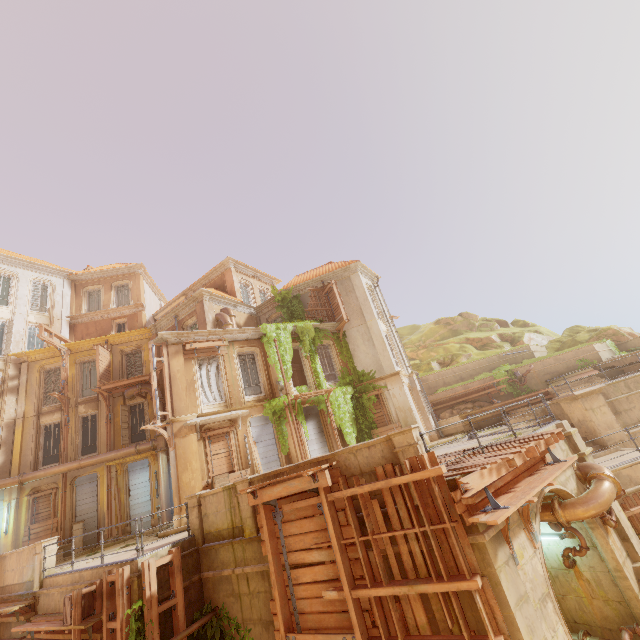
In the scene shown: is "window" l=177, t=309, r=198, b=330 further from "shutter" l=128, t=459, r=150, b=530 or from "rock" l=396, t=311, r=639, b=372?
"rock" l=396, t=311, r=639, b=372

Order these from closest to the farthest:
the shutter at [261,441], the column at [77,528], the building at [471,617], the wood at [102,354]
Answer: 1. the building at [471,617]
2. the shutter at [261,441]
3. the column at [77,528]
4. the wood at [102,354]

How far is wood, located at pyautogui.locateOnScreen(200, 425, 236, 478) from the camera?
15.5 meters

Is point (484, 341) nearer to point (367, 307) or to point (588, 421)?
point (367, 307)

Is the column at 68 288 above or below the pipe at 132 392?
above

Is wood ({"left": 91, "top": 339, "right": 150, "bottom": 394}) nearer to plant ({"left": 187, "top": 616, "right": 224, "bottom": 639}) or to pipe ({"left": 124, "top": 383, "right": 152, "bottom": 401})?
pipe ({"left": 124, "top": 383, "right": 152, "bottom": 401})

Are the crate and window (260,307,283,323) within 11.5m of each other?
no

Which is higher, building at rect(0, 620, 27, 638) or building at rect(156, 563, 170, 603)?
building at rect(156, 563, 170, 603)
